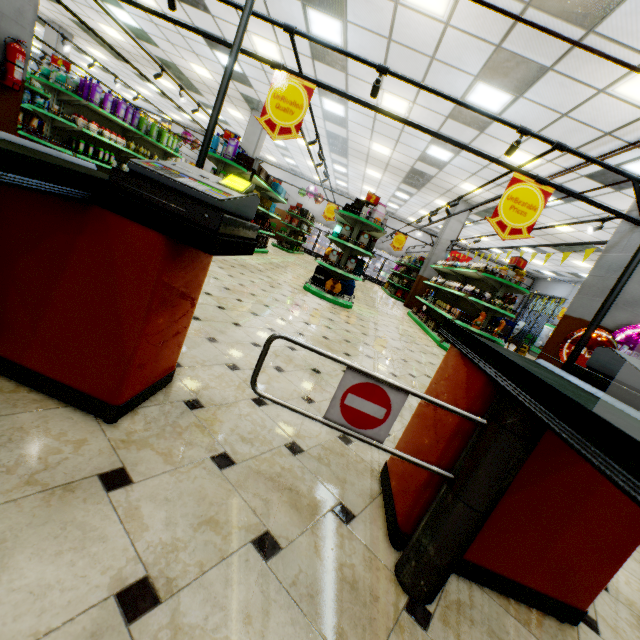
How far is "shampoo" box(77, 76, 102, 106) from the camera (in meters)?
7.38

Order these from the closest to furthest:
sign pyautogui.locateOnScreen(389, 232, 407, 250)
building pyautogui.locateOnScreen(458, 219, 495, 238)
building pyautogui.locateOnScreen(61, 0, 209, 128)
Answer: building pyautogui.locateOnScreen(61, 0, 209, 128)
sign pyautogui.locateOnScreen(389, 232, 407, 250)
building pyautogui.locateOnScreen(458, 219, 495, 238)

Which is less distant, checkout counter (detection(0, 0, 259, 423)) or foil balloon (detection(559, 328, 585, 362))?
checkout counter (detection(0, 0, 259, 423))

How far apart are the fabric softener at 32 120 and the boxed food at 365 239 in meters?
11.1 m

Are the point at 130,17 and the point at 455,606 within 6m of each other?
no

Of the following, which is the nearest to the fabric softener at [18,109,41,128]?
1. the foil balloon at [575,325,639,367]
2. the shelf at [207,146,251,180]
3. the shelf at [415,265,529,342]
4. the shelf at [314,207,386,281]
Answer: the shelf at [207,146,251,180]

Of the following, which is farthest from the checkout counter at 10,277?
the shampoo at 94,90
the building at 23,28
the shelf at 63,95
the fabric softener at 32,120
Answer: the fabric softener at 32,120

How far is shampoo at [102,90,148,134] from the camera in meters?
8.0
